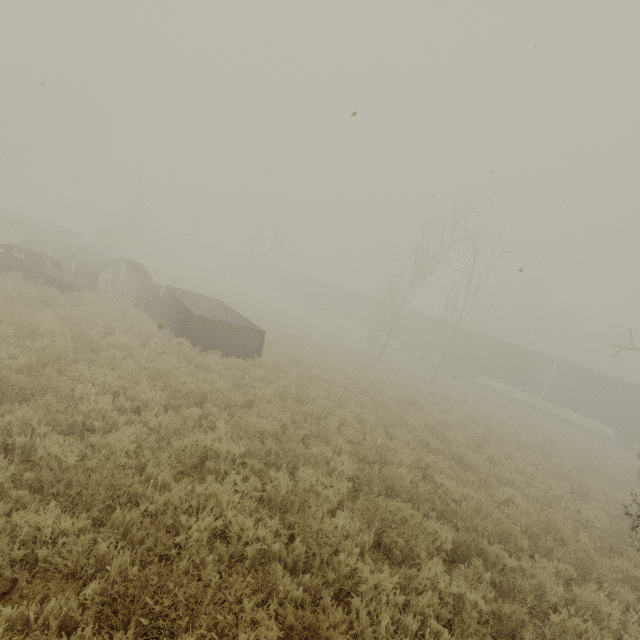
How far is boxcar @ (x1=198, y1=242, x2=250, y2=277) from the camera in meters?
53.5 m

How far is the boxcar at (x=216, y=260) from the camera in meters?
53.5

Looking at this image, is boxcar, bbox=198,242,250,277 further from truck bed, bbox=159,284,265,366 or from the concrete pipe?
truck bed, bbox=159,284,265,366

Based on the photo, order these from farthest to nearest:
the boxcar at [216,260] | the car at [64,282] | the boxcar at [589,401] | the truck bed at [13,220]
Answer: the boxcar at [216,260] → the boxcar at [589,401] → the truck bed at [13,220] → the car at [64,282]

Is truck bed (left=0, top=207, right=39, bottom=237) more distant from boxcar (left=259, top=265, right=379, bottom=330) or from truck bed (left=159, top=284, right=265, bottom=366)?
boxcar (left=259, top=265, right=379, bottom=330)

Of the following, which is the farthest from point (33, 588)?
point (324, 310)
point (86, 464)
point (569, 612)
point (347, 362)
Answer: point (324, 310)

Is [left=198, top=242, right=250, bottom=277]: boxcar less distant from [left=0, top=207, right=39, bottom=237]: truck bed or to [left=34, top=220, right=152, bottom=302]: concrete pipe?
[left=0, top=207, right=39, bottom=237]: truck bed

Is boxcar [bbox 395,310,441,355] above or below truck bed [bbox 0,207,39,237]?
above
